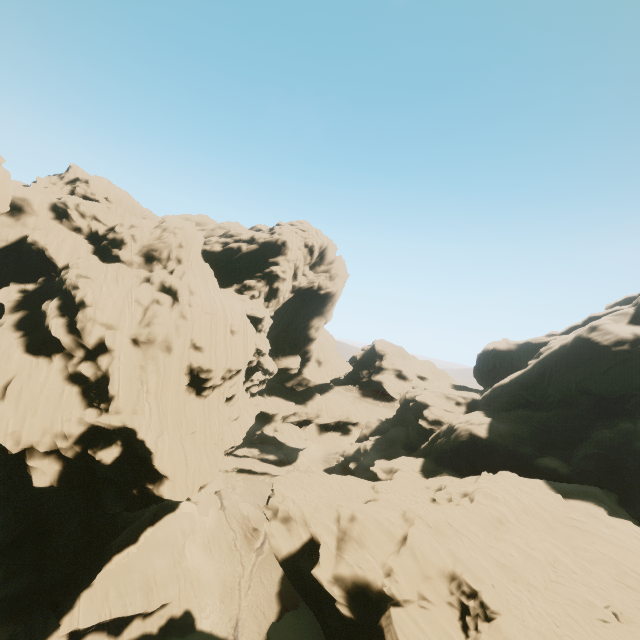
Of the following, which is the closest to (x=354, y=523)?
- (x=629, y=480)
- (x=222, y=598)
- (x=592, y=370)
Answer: (x=222, y=598)
